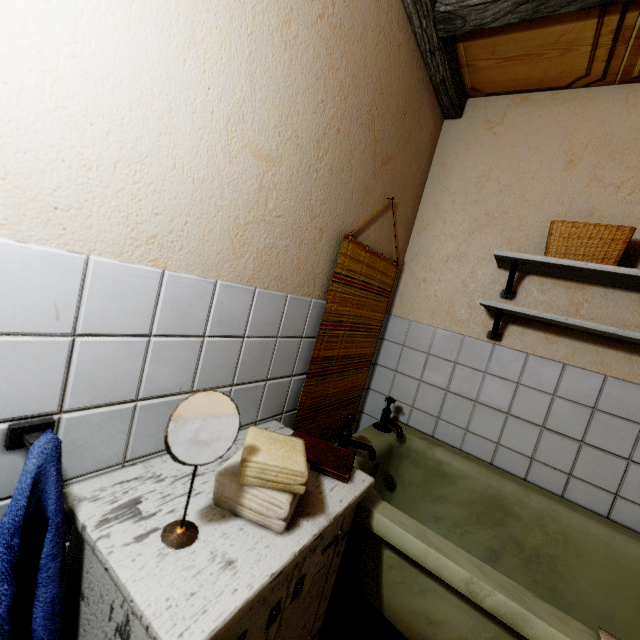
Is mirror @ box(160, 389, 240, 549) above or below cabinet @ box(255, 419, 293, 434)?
above

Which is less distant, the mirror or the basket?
the mirror

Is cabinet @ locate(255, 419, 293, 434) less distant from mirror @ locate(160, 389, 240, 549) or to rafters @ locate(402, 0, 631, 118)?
mirror @ locate(160, 389, 240, 549)

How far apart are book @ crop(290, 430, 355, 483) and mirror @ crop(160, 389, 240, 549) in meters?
0.5 m

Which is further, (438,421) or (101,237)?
(438,421)

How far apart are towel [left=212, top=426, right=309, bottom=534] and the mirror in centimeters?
12cm

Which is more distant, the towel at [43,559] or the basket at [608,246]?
the basket at [608,246]

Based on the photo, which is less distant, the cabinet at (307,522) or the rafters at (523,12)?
the cabinet at (307,522)
